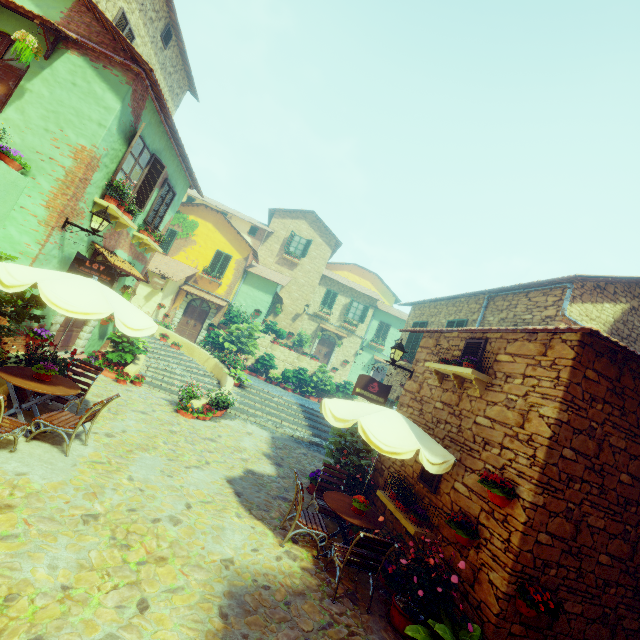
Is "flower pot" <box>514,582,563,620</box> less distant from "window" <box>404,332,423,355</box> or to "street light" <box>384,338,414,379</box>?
"street light" <box>384,338,414,379</box>

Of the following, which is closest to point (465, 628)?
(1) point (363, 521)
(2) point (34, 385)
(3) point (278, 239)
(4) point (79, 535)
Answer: (1) point (363, 521)

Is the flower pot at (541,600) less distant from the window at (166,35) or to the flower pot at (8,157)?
the flower pot at (8,157)

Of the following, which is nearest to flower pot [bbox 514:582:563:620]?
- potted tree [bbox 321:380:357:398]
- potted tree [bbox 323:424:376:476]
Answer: potted tree [bbox 323:424:376:476]

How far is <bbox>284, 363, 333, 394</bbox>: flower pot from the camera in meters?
20.5

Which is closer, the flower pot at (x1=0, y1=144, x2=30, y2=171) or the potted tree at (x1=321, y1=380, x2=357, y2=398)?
the flower pot at (x1=0, y1=144, x2=30, y2=171)

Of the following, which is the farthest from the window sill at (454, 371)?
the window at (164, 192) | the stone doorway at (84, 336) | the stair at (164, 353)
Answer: the window at (164, 192)

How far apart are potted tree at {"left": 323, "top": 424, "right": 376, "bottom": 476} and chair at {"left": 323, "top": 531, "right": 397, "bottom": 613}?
2.9m
